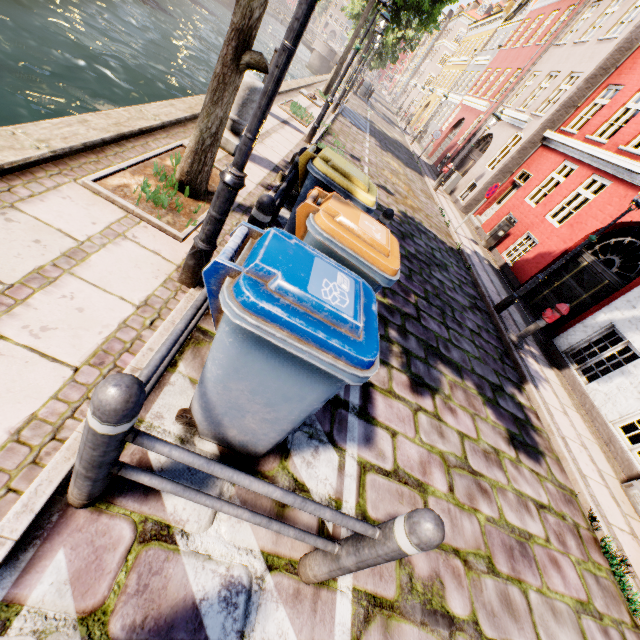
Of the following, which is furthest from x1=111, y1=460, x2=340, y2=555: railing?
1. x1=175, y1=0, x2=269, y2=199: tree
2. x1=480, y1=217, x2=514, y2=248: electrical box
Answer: x1=480, y1=217, x2=514, y2=248: electrical box

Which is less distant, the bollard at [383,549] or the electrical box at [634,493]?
the bollard at [383,549]

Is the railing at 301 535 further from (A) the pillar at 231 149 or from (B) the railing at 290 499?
(A) the pillar at 231 149

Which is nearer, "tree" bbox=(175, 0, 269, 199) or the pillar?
"tree" bbox=(175, 0, 269, 199)

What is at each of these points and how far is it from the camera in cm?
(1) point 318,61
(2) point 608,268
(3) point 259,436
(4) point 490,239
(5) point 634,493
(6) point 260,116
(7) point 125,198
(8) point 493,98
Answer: (1) bridge, 4125
(2) building, 874
(3) trash bin, 213
(4) electrical box, 1273
(5) electrical box, 505
(6) street light, 204
(7) tree planter, 319
(8) building, 1919

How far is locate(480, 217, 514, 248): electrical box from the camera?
12.30m

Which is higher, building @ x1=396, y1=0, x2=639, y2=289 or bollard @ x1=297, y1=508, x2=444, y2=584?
building @ x1=396, y1=0, x2=639, y2=289

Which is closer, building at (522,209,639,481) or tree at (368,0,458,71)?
building at (522,209,639,481)
